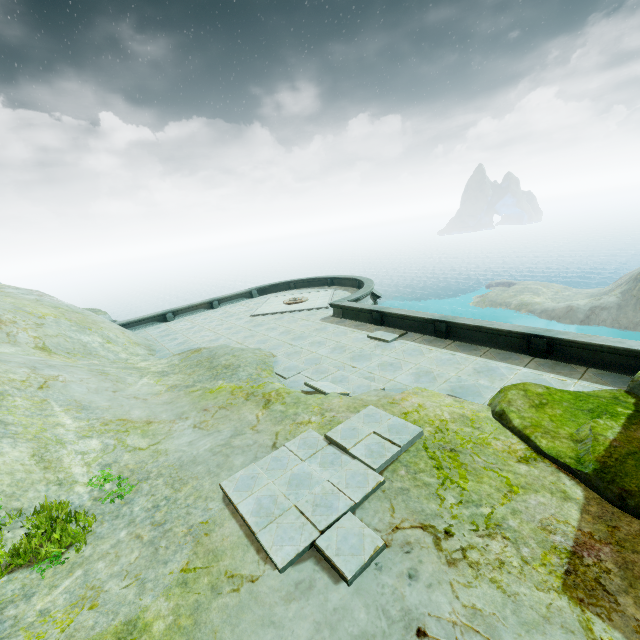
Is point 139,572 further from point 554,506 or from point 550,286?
point 550,286
